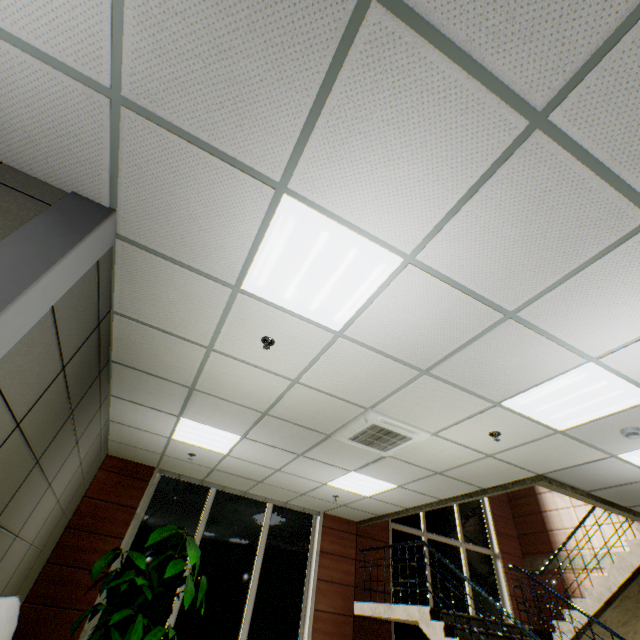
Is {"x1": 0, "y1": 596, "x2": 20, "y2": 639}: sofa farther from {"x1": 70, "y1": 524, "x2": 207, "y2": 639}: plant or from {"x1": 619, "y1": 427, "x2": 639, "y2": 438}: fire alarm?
{"x1": 619, "y1": 427, "x2": 639, "y2": 438}: fire alarm

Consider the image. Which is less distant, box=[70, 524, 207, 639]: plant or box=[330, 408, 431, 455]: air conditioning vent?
box=[330, 408, 431, 455]: air conditioning vent

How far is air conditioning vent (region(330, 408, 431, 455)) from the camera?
4.0m

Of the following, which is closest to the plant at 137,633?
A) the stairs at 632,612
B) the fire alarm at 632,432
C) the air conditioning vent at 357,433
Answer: the air conditioning vent at 357,433

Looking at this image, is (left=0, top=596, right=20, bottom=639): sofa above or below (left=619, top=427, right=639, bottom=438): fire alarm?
below

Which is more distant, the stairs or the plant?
the stairs

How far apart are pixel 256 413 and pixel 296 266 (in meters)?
2.64

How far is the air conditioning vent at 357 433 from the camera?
4.00m
